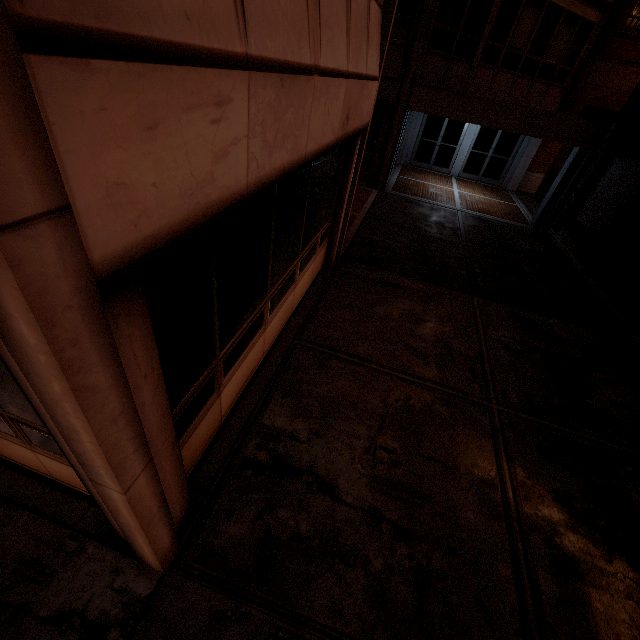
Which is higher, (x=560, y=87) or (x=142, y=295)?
(x=560, y=87)
